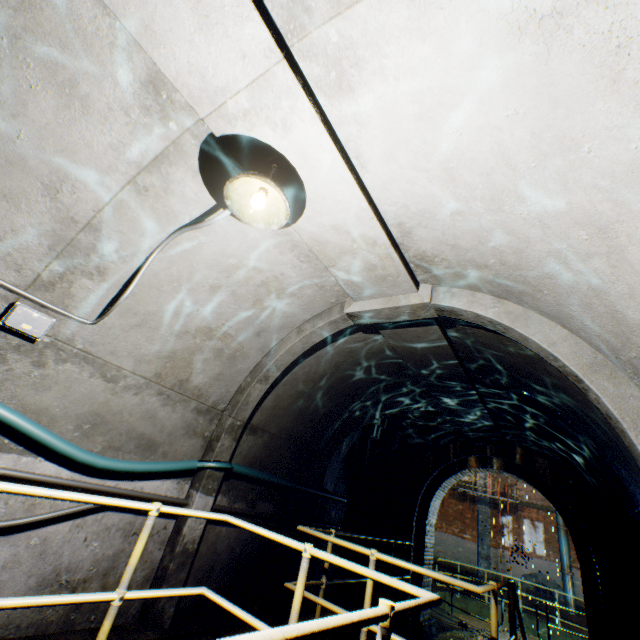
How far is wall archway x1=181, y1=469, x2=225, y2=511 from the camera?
3.83m

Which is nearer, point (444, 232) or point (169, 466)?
point (444, 232)

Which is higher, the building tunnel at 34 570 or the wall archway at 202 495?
the wall archway at 202 495

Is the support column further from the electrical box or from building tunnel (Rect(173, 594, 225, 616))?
the electrical box

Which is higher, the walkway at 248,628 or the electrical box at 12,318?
the electrical box at 12,318

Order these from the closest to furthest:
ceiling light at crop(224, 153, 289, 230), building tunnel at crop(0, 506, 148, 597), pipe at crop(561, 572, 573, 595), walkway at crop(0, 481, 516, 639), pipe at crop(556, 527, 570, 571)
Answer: walkway at crop(0, 481, 516, 639), ceiling light at crop(224, 153, 289, 230), building tunnel at crop(0, 506, 148, 597), pipe at crop(561, 572, 573, 595), pipe at crop(556, 527, 570, 571)

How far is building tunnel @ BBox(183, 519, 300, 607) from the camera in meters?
4.1

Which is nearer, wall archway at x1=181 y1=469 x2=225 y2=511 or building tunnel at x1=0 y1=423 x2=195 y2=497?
building tunnel at x1=0 y1=423 x2=195 y2=497
